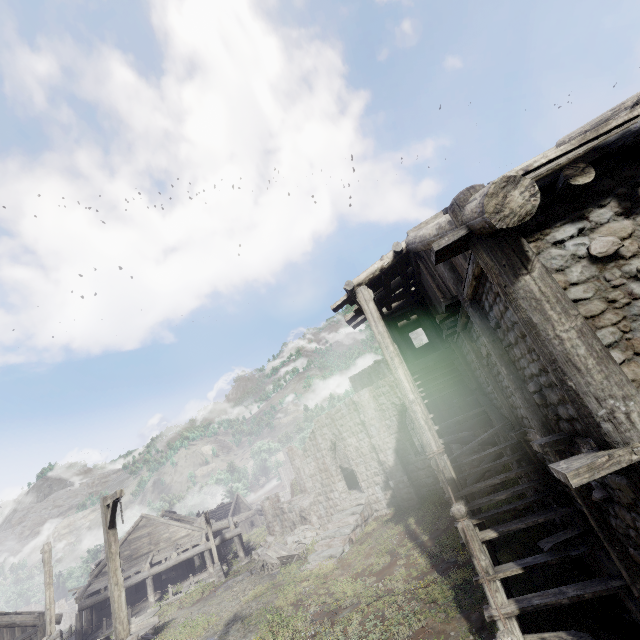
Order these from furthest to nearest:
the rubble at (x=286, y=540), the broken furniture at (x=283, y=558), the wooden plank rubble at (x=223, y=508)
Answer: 1. the wooden plank rubble at (x=223, y=508)
2. the rubble at (x=286, y=540)
3. the broken furniture at (x=283, y=558)

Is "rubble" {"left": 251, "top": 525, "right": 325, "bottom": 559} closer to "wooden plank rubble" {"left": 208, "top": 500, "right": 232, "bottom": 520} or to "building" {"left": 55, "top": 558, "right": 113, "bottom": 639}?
"building" {"left": 55, "top": 558, "right": 113, "bottom": 639}

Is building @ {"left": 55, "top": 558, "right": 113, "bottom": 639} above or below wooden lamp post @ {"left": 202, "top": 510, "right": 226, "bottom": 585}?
below

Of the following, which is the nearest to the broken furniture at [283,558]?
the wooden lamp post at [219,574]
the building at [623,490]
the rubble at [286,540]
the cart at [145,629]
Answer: the rubble at [286,540]

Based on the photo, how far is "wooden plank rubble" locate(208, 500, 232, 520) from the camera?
51.9 meters

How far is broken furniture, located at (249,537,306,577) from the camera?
19.9 meters

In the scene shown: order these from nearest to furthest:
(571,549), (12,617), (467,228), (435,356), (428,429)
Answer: (467,228) < (571,549) < (428,429) < (435,356) < (12,617)

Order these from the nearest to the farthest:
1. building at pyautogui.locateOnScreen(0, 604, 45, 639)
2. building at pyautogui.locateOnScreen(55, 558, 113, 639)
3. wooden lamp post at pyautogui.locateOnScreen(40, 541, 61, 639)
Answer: wooden lamp post at pyautogui.locateOnScreen(40, 541, 61, 639)
building at pyautogui.locateOnScreen(0, 604, 45, 639)
building at pyautogui.locateOnScreen(55, 558, 113, 639)
